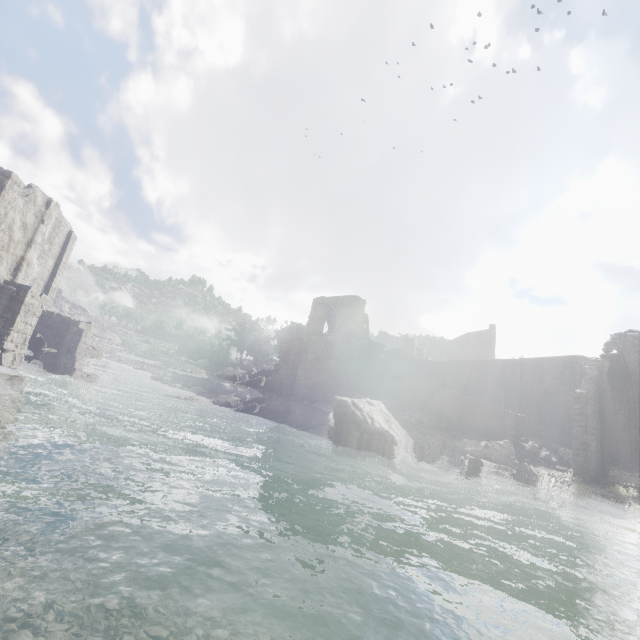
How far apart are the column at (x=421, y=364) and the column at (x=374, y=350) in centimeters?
470cm

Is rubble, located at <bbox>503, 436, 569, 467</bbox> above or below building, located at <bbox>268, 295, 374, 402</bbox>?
below

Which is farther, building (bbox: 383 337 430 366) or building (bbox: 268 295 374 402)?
building (bbox: 383 337 430 366)

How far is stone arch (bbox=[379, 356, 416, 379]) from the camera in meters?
34.8 m

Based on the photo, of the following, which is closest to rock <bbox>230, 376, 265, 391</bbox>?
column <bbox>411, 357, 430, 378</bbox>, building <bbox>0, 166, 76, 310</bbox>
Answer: building <bbox>0, 166, 76, 310</bbox>

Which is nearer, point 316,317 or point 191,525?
point 191,525

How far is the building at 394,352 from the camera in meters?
39.2 m

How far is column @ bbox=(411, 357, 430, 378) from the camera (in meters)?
37.38
